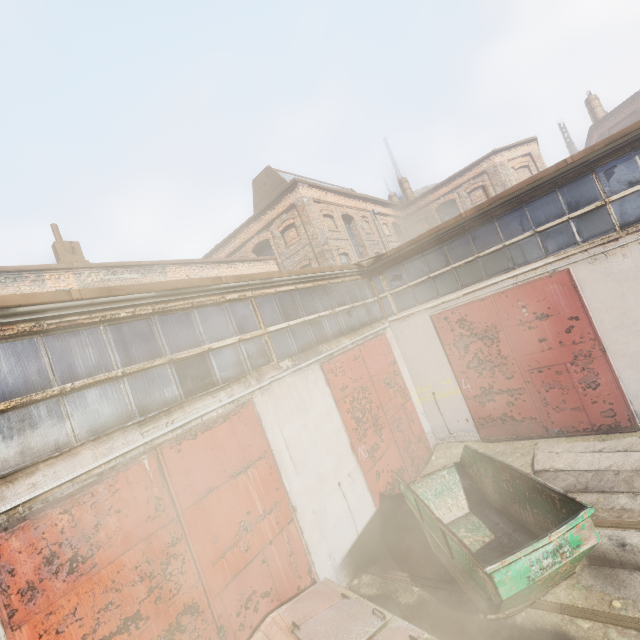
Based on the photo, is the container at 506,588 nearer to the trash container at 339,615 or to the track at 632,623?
the track at 632,623

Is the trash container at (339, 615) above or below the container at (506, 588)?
above

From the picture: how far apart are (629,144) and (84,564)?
12.3 meters

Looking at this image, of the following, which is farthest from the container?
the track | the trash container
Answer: the trash container

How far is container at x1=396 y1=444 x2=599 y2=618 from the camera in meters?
4.1

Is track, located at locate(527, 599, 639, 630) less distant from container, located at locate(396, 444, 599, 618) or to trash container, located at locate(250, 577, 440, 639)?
container, located at locate(396, 444, 599, 618)
